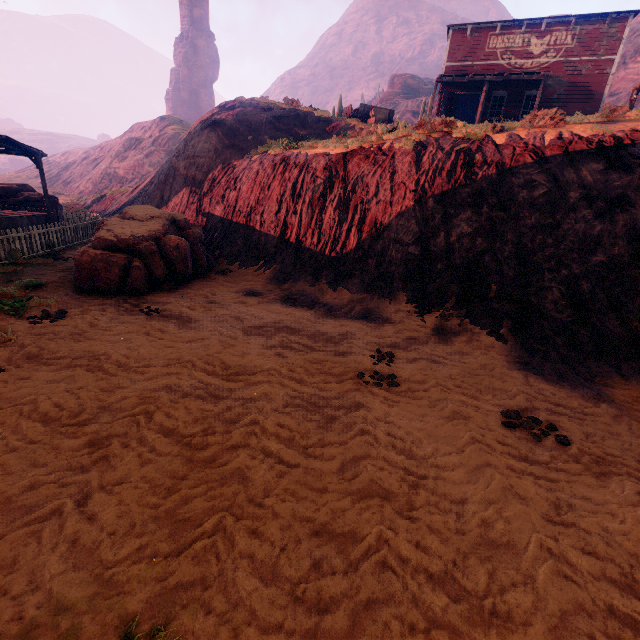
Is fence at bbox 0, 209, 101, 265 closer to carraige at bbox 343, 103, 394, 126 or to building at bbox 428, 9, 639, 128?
building at bbox 428, 9, 639, 128

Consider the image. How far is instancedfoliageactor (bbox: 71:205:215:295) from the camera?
7.84m

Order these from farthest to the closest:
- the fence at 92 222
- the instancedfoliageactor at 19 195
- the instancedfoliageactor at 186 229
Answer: the instancedfoliageactor at 19 195 < the fence at 92 222 < the instancedfoliageactor at 186 229

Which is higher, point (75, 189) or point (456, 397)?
point (75, 189)

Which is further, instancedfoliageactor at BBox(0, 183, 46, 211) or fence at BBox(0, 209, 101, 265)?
instancedfoliageactor at BBox(0, 183, 46, 211)

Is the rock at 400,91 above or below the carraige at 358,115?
above

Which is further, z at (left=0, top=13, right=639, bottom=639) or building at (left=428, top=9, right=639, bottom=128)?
building at (left=428, top=9, right=639, bottom=128)

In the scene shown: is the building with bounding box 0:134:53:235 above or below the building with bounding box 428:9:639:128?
below
